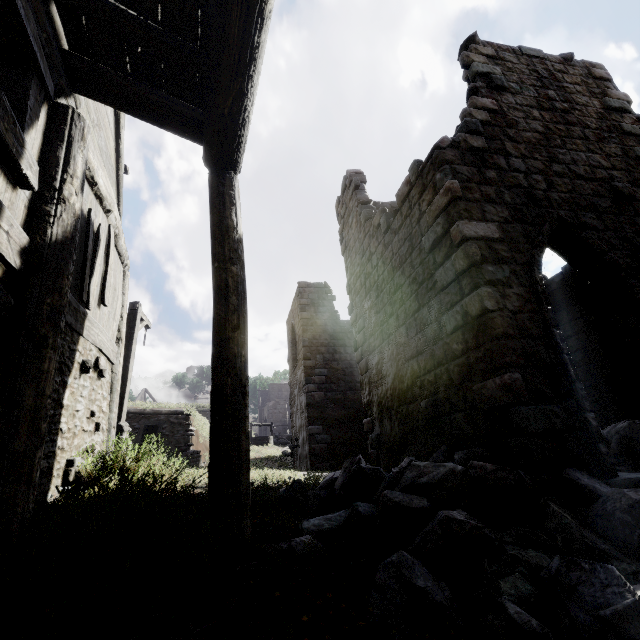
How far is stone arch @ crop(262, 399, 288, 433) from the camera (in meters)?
46.72

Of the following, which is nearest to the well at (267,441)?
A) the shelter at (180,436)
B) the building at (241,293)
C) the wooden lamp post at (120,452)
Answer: the building at (241,293)

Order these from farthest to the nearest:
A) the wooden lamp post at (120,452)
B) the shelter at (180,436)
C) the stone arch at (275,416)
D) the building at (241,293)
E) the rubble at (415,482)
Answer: the stone arch at (275,416) < the shelter at (180,436) < the wooden lamp post at (120,452) < the building at (241,293) < the rubble at (415,482)

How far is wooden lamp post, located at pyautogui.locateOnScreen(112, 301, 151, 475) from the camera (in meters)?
5.57

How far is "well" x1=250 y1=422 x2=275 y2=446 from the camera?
28.44m

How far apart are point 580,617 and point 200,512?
3.1 meters

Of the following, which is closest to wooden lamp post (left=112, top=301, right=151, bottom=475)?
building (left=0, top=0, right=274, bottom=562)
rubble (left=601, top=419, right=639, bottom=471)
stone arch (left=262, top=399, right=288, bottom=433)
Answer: building (left=0, top=0, right=274, bottom=562)

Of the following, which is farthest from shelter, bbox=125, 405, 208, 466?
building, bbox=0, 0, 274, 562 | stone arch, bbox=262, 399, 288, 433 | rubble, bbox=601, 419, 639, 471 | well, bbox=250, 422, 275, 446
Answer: stone arch, bbox=262, 399, 288, 433
